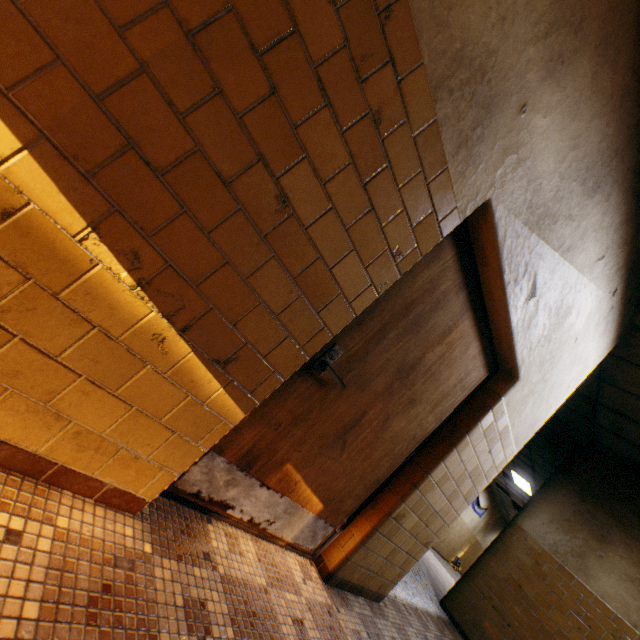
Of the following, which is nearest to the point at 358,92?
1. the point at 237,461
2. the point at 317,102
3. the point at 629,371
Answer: the point at 317,102

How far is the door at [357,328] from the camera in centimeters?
173cm

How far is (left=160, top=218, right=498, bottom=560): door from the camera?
1.7m
